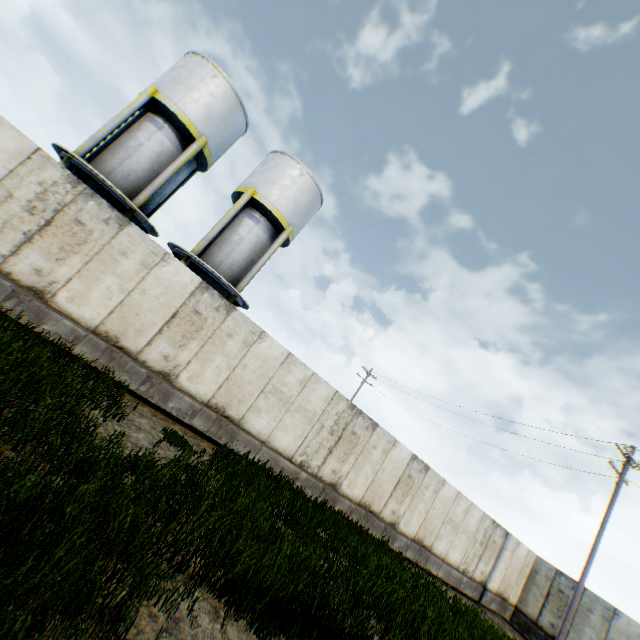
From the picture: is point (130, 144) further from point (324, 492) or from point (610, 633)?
point (610, 633)

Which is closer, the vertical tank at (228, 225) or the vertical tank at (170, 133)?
the vertical tank at (170, 133)

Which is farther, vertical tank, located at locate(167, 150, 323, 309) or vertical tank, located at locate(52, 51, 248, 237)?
vertical tank, located at locate(167, 150, 323, 309)

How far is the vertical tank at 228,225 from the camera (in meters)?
15.69

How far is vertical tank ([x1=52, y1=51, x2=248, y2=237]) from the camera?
13.63m

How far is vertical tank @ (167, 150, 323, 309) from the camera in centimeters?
1569cm
